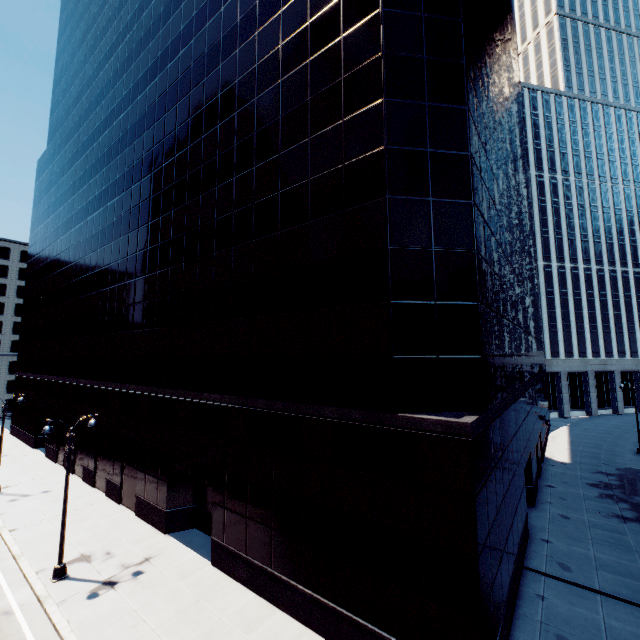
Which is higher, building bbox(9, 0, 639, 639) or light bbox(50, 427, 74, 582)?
building bbox(9, 0, 639, 639)

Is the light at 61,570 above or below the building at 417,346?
below

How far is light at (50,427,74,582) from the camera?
15.2 meters

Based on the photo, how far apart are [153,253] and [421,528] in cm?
2306

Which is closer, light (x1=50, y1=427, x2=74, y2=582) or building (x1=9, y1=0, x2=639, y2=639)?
building (x1=9, y1=0, x2=639, y2=639)

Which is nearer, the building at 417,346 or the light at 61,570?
the building at 417,346
